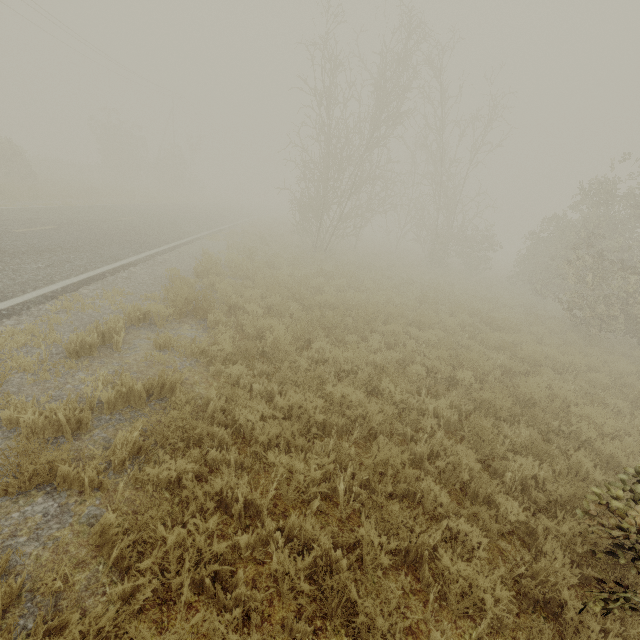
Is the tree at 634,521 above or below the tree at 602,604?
above

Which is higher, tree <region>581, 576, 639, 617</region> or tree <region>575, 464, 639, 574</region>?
tree <region>575, 464, 639, 574</region>

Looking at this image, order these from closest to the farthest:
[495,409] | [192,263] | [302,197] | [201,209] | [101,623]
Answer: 1. [101,623]
2. [495,409]
3. [192,263]
4. [201,209]
5. [302,197]
